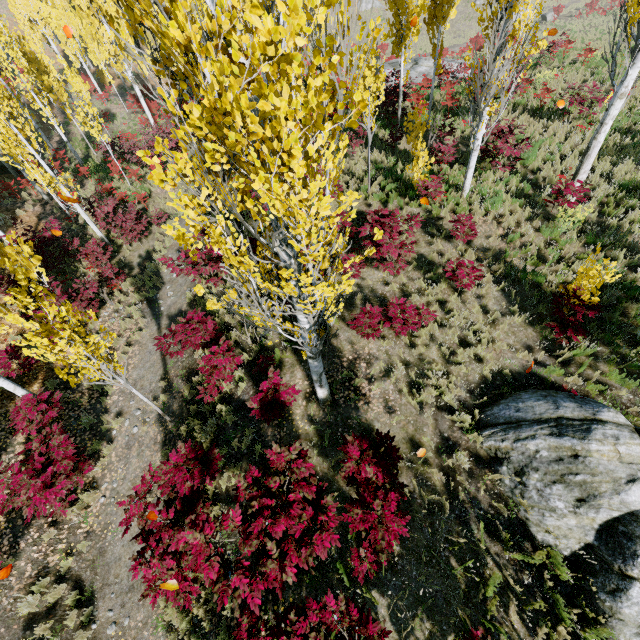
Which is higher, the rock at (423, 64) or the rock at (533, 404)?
the rock at (533, 404)

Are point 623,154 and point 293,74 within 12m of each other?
no

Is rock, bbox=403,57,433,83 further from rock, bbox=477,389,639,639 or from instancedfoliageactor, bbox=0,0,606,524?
rock, bbox=477,389,639,639

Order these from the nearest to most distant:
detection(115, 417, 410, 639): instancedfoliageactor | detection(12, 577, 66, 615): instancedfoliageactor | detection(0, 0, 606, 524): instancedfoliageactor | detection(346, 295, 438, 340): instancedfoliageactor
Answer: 1. detection(0, 0, 606, 524): instancedfoliageactor
2. detection(115, 417, 410, 639): instancedfoliageactor
3. detection(12, 577, 66, 615): instancedfoliageactor
4. detection(346, 295, 438, 340): instancedfoliageactor

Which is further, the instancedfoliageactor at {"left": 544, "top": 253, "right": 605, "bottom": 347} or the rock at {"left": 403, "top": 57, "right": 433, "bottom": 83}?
the rock at {"left": 403, "top": 57, "right": 433, "bottom": 83}

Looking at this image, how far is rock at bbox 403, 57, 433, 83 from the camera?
20.75m

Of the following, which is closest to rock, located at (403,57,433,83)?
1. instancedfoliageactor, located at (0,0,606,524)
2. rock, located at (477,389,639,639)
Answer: instancedfoliageactor, located at (0,0,606,524)

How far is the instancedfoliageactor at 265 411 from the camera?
6.45m
